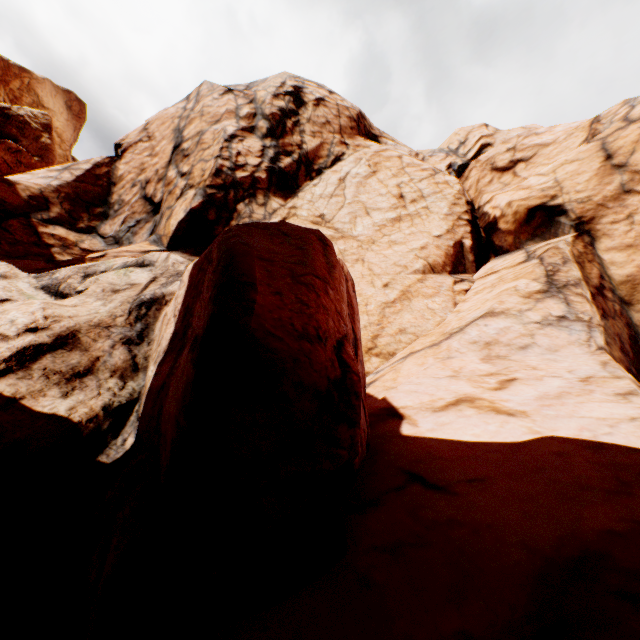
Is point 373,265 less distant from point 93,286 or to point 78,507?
point 93,286
